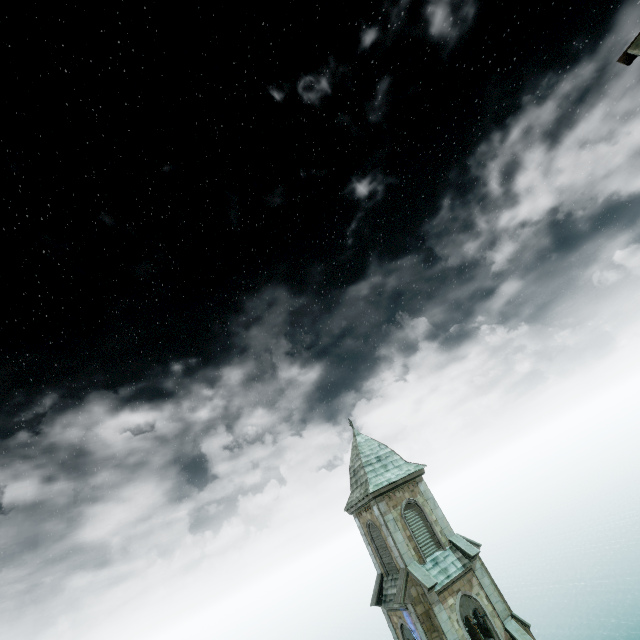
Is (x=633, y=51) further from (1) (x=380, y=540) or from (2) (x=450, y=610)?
(1) (x=380, y=540)

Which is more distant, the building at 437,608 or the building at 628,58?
the building at 437,608

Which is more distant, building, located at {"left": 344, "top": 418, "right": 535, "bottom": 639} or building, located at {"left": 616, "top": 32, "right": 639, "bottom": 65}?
building, located at {"left": 344, "top": 418, "right": 535, "bottom": 639}

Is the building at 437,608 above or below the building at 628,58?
below

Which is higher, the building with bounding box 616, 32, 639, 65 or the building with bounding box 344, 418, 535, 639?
the building with bounding box 616, 32, 639, 65
